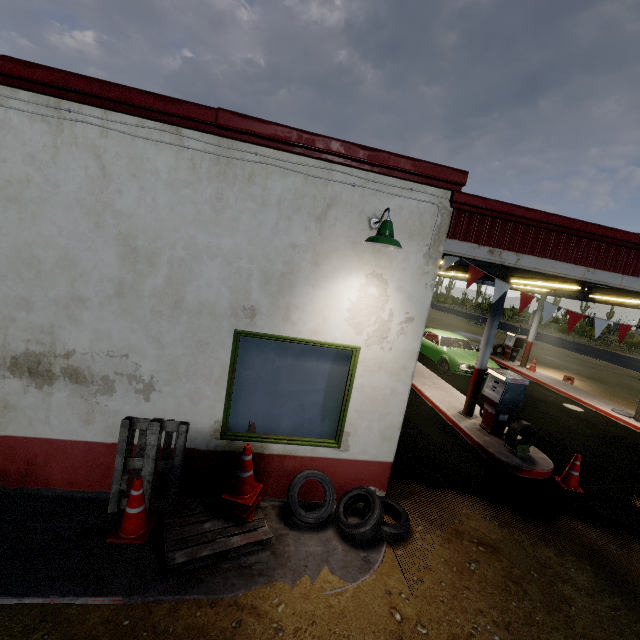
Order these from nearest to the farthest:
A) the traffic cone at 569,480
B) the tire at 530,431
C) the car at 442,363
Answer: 1. the traffic cone at 569,480
2. the tire at 530,431
3. the car at 442,363

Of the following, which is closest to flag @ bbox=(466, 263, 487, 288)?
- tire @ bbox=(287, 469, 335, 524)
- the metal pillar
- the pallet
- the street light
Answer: the street light

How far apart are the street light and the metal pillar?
5.5 meters

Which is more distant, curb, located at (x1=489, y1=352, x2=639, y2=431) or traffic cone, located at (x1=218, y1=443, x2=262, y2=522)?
curb, located at (x1=489, y1=352, x2=639, y2=431)

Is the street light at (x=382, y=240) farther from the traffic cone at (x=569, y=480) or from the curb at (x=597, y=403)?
the curb at (x=597, y=403)

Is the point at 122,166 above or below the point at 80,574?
above

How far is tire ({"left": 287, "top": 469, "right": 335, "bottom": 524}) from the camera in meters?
4.3

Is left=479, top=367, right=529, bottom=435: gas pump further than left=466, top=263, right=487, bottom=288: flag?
Yes
